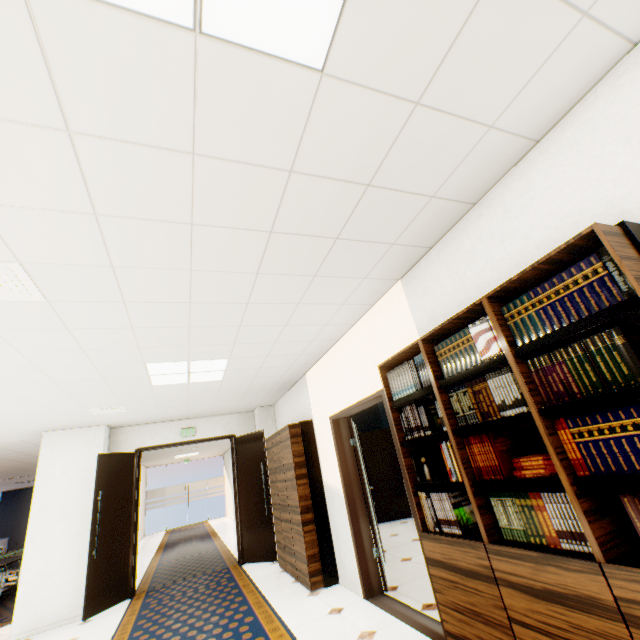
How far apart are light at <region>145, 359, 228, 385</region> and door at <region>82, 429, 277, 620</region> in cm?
258

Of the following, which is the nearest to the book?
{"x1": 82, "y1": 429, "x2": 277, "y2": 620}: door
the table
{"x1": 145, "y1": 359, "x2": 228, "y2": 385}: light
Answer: {"x1": 145, "y1": 359, "x2": 228, "y2": 385}: light

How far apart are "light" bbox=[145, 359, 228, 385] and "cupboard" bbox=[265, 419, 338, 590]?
1.3 meters

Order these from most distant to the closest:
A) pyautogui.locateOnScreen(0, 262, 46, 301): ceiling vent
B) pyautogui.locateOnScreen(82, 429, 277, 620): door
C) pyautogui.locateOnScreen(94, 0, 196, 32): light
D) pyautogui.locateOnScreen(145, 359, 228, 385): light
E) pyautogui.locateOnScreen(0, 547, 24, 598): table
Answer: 1. pyautogui.locateOnScreen(0, 547, 24, 598): table
2. pyautogui.locateOnScreen(82, 429, 277, 620): door
3. pyautogui.locateOnScreen(145, 359, 228, 385): light
4. pyautogui.locateOnScreen(0, 262, 46, 301): ceiling vent
5. pyautogui.locateOnScreen(94, 0, 196, 32): light

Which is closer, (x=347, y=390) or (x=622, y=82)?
(x=622, y=82)

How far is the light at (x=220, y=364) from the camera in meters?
4.1 m

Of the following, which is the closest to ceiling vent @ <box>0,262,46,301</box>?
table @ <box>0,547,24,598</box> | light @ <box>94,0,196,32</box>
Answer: light @ <box>94,0,196,32</box>

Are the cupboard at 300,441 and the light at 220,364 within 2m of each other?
yes
